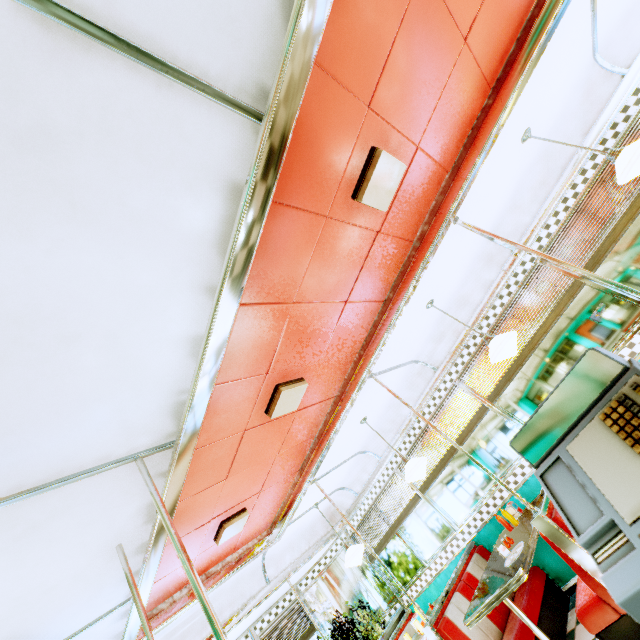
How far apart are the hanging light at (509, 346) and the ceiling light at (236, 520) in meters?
3.3

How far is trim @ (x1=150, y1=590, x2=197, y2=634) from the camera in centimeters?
354cm

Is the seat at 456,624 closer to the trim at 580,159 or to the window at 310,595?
the trim at 580,159

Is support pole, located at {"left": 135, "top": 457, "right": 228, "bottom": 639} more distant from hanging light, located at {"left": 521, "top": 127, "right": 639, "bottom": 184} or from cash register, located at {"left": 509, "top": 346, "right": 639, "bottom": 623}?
hanging light, located at {"left": 521, "top": 127, "right": 639, "bottom": 184}

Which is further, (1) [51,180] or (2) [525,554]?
(2) [525,554]

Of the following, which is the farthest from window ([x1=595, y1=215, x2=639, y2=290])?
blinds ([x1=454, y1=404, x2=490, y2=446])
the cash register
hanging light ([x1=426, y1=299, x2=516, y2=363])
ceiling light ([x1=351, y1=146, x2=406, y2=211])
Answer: the cash register

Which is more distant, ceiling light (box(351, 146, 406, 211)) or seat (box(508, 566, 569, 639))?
seat (box(508, 566, 569, 639))

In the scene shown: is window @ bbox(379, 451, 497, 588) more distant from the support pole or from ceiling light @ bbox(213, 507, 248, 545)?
the support pole
